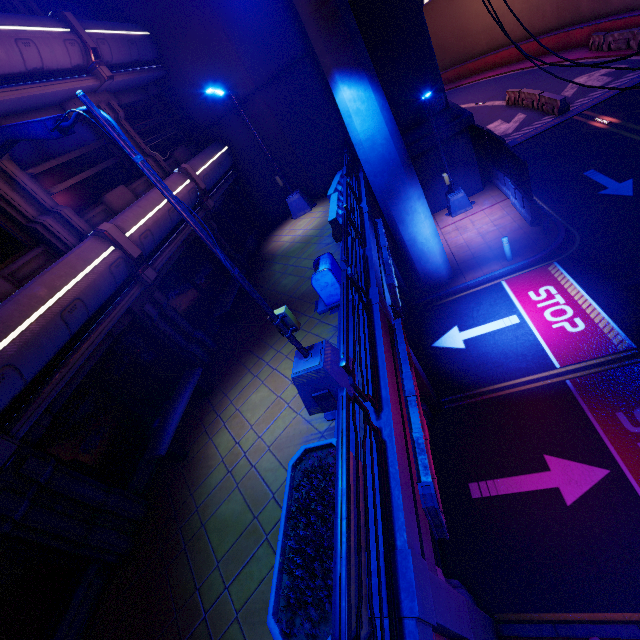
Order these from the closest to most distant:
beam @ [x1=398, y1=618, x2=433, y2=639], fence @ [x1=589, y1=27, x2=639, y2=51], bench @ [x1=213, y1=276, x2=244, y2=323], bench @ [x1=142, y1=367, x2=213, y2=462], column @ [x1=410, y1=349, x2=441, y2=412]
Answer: beam @ [x1=398, y1=618, x2=433, y2=639]
bench @ [x1=142, y1=367, x2=213, y2=462]
column @ [x1=410, y1=349, x2=441, y2=412]
bench @ [x1=213, y1=276, x2=244, y2=323]
fence @ [x1=589, y1=27, x2=639, y2=51]

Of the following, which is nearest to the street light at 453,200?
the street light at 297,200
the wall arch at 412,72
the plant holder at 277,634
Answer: the wall arch at 412,72

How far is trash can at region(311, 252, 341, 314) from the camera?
8.1 meters

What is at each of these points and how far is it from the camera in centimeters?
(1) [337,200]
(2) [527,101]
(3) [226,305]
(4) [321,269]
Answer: (1) fence, 1217cm
(2) fence, 2166cm
(3) bench, 1091cm
(4) trash can, 809cm

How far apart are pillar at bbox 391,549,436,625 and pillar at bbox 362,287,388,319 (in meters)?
4.67

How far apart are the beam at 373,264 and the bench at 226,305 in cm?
462

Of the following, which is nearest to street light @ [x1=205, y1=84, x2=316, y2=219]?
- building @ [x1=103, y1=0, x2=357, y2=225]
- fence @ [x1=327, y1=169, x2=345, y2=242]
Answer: building @ [x1=103, y1=0, x2=357, y2=225]

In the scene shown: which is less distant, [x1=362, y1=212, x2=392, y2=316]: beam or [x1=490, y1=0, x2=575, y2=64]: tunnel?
[x1=362, y1=212, x2=392, y2=316]: beam
